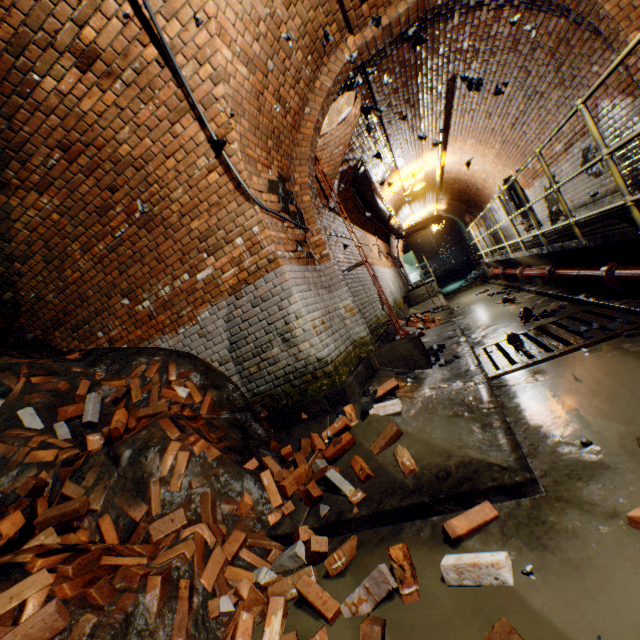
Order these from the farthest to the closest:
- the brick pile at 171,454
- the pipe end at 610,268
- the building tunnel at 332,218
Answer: the building tunnel at 332,218, the pipe end at 610,268, the brick pile at 171,454

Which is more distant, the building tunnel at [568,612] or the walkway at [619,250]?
the walkway at [619,250]

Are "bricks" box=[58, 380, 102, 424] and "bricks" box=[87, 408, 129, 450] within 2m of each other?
yes

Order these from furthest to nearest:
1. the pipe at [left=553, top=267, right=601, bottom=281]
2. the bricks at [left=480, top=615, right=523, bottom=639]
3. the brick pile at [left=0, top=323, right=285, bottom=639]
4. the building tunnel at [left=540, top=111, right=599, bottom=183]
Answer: the building tunnel at [left=540, top=111, right=599, bottom=183] < the pipe at [left=553, top=267, right=601, bottom=281] < the brick pile at [left=0, top=323, right=285, bottom=639] < the bricks at [left=480, top=615, right=523, bottom=639]

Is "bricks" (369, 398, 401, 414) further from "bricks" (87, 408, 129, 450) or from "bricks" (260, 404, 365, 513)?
"bricks" (87, 408, 129, 450)

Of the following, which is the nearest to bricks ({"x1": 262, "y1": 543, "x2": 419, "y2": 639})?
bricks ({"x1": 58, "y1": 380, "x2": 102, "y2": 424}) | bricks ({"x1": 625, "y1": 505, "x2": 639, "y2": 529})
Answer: bricks ({"x1": 625, "y1": 505, "x2": 639, "y2": 529})

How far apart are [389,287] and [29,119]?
9.49m

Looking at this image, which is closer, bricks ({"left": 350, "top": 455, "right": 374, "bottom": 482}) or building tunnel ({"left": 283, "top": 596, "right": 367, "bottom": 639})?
building tunnel ({"left": 283, "top": 596, "right": 367, "bottom": 639})
